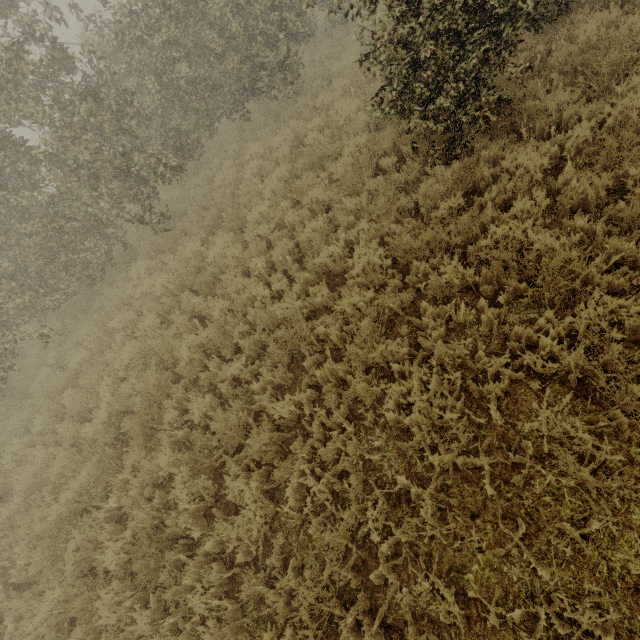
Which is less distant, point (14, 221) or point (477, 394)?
point (477, 394)
